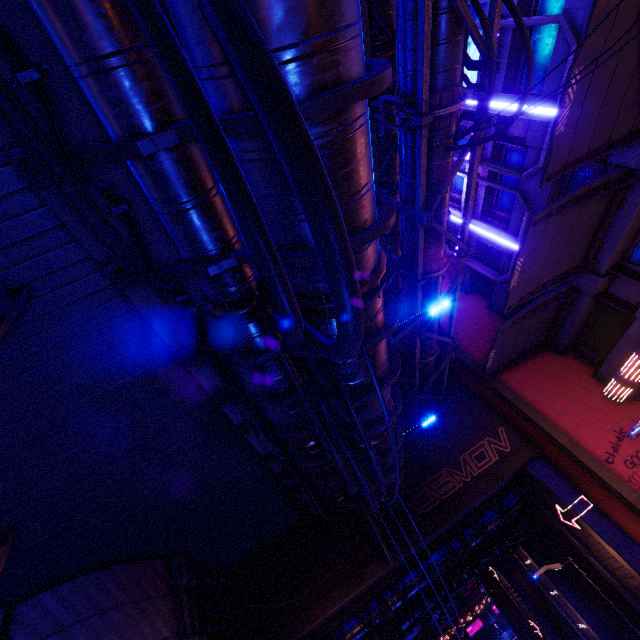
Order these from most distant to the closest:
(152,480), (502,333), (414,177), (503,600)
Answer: (503,600) → (502,333) → (414,177) → (152,480)

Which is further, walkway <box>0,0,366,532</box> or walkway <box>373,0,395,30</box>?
walkway <box>373,0,395,30</box>

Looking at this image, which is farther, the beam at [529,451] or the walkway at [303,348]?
the beam at [529,451]

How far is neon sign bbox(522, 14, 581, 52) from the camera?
9.68m

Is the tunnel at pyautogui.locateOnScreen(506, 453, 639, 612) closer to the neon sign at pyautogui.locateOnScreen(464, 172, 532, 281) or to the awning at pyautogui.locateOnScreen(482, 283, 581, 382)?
the awning at pyautogui.locateOnScreen(482, 283, 581, 382)

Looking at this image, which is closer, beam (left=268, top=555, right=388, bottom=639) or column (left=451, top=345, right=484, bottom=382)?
beam (left=268, top=555, right=388, bottom=639)

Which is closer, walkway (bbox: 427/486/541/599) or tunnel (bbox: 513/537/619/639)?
walkway (bbox: 427/486/541/599)

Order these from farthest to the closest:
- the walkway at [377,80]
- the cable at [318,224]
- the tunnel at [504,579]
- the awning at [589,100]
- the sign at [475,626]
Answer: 1. the sign at [475,626]
2. the tunnel at [504,579]
3. the awning at [589,100]
4. the walkway at [377,80]
5. the cable at [318,224]
